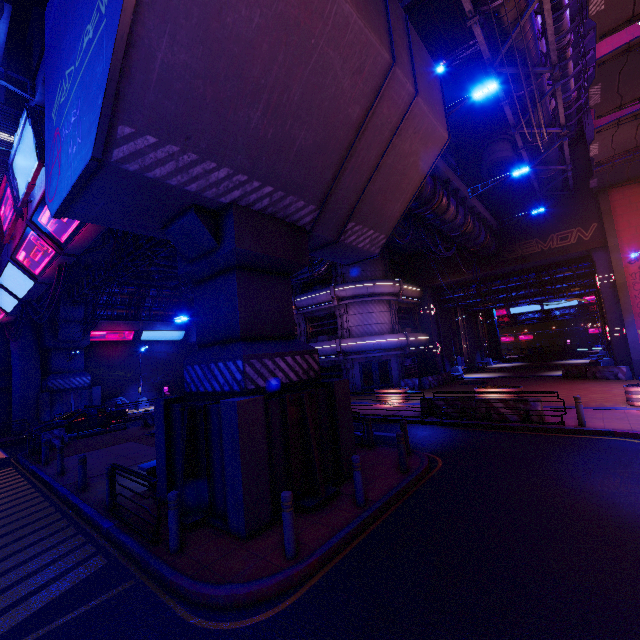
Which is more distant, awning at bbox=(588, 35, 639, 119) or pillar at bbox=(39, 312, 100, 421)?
pillar at bbox=(39, 312, 100, 421)

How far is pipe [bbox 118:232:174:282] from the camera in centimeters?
1564cm

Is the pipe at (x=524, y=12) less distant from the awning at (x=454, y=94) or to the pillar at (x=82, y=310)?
the awning at (x=454, y=94)

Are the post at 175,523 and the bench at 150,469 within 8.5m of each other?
yes

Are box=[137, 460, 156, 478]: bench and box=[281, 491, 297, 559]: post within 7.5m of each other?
yes

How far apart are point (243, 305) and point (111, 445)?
13.6 meters

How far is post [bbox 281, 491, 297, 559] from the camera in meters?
5.6

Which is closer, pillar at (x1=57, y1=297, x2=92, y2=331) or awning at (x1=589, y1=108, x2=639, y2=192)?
awning at (x1=589, y1=108, x2=639, y2=192)
